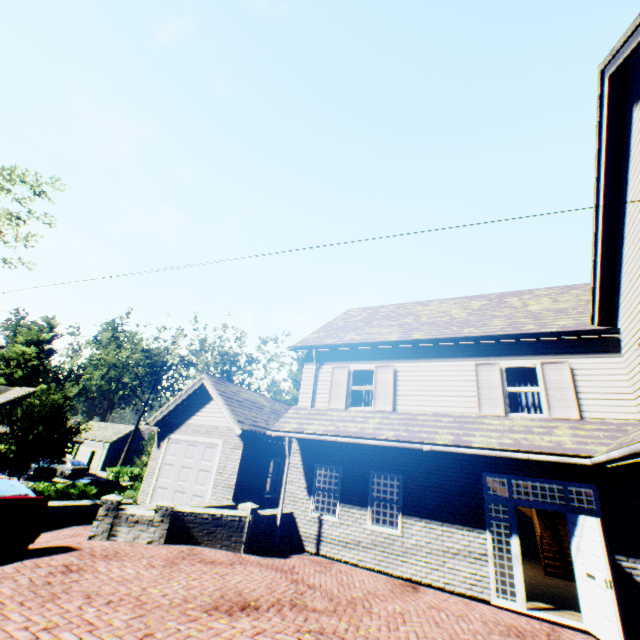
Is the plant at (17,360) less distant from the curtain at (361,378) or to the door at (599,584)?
the curtain at (361,378)

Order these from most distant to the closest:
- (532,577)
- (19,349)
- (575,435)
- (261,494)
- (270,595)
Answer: (19,349)
(261,494)
(532,577)
(575,435)
(270,595)

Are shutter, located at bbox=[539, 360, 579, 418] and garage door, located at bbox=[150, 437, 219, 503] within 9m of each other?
no

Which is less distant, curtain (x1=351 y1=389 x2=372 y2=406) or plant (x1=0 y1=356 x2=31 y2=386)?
curtain (x1=351 y1=389 x2=372 y2=406)

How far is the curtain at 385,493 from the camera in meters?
10.1 m

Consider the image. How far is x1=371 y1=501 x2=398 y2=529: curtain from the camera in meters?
9.8

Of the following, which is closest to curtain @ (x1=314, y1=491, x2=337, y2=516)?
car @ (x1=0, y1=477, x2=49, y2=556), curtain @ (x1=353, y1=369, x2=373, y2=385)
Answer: curtain @ (x1=353, y1=369, x2=373, y2=385)

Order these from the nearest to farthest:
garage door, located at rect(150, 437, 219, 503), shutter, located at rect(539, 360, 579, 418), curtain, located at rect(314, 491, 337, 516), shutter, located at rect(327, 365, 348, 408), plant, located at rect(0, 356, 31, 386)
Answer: shutter, located at rect(539, 360, 579, 418) < curtain, located at rect(314, 491, 337, 516) < shutter, located at rect(327, 365, 348, 408) < garage door, located at rect(150, 437, 219, 503) < plant, located at rect(0, 356, 31, 386)
